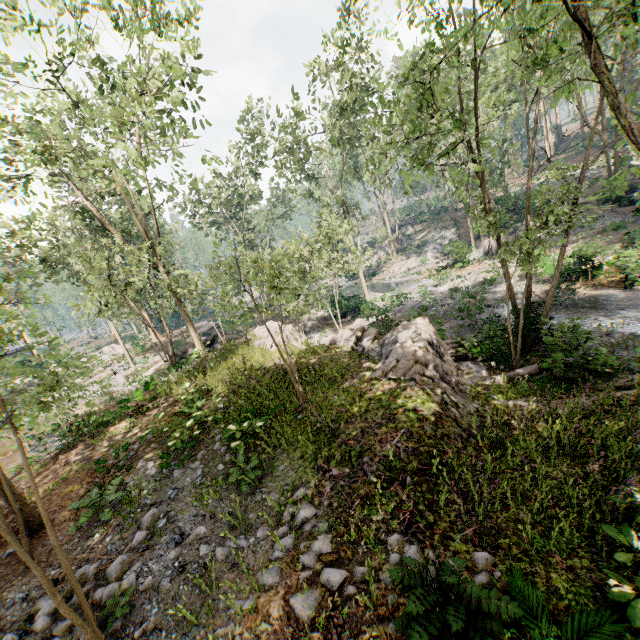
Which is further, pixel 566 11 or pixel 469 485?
pixel 566 11

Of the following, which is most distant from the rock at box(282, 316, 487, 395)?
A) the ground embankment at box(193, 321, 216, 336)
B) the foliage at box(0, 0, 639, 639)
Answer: the ground embankment at box(193, 321, 216, 336)

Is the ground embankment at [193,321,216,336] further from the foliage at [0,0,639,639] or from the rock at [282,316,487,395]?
the rock at [282,316,487,395]

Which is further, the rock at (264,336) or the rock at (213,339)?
the rock at (213,339)

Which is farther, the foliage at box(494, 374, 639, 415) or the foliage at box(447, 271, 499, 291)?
the foliage at box(447, 271, 499, 291)

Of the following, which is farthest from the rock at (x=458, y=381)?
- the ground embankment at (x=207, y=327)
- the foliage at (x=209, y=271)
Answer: the ground embankment at (x=207, y=327)
